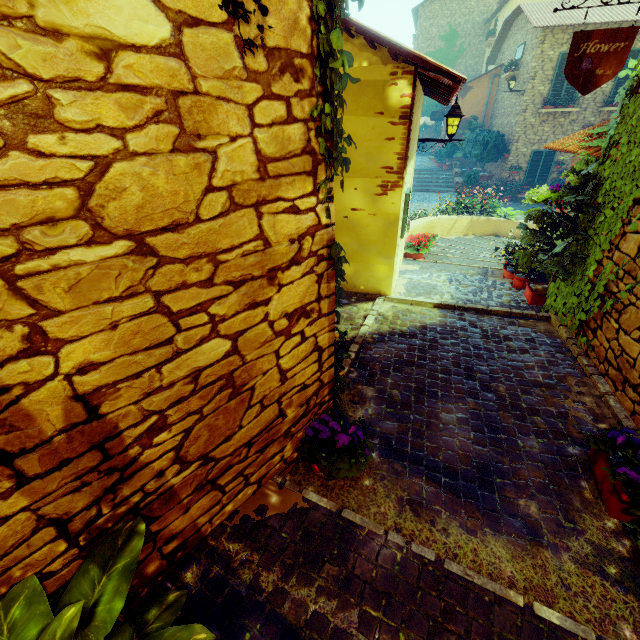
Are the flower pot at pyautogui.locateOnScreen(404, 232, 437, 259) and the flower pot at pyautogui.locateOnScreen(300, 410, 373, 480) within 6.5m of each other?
yes

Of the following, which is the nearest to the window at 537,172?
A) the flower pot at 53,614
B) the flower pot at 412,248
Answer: the flower pot at 412,248

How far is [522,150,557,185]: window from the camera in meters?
15.8

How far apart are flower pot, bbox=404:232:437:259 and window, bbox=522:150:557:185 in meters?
12.7

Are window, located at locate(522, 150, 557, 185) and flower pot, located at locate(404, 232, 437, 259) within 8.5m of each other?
no

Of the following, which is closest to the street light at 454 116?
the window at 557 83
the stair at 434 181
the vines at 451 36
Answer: the stair at 434 181

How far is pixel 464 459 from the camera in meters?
2.7 m

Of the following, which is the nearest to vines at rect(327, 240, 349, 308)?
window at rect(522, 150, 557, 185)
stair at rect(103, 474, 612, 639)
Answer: stair at rect(103, 474, 612, 639)
